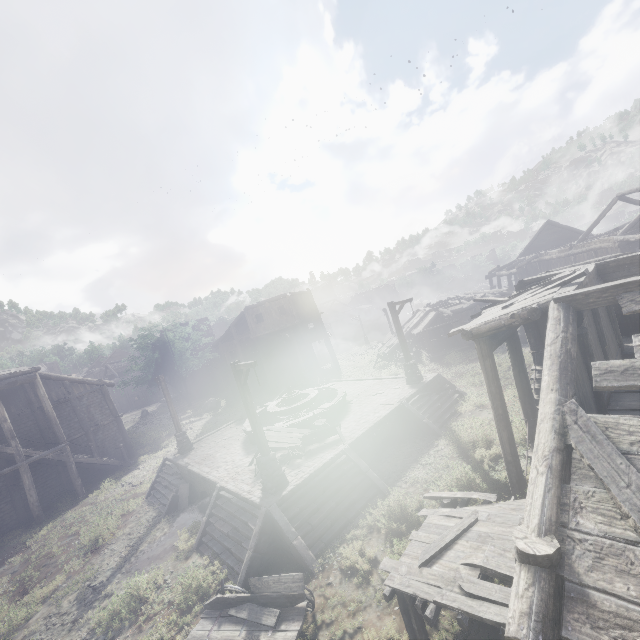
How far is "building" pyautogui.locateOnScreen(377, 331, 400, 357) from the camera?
32.3m

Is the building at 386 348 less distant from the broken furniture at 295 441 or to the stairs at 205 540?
the stairs at 205 540

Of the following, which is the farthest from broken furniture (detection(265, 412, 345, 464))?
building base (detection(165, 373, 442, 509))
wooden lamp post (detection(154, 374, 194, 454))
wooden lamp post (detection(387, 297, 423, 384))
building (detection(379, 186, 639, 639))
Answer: wooden lamp post (detection(154, 374, 194, 454))

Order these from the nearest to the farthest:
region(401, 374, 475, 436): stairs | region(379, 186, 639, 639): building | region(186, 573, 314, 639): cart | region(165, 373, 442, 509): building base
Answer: region(379, 186, 639, 639): building < region(186, 573, 314, 639): cart < region(165, 373, 442, 509): building base < region(401, 374, 475, 436): stairs

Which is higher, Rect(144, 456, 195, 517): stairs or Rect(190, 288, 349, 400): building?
Rect(190, 288, 349, 400): building

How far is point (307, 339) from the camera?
34.2m

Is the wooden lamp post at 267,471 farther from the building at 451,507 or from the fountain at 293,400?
the building at 451,507

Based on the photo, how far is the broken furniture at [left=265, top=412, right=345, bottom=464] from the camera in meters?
13.4
